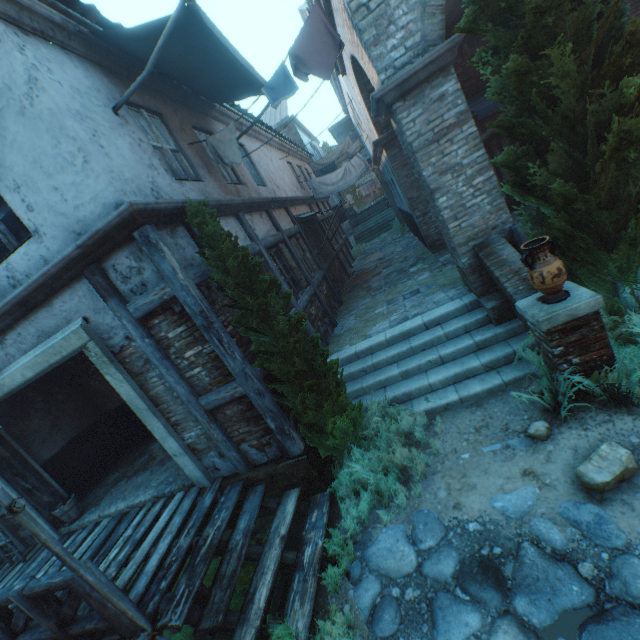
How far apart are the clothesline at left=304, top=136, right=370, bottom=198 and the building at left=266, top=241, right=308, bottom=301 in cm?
773

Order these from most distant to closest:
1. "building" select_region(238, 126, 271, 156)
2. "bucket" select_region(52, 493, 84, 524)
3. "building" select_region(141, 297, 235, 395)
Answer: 1. "building" select_region(238, 126, 271, 156)
2. "bucket" select_region(52, 493, 84, 524)
3. "building" select_region(141, 297, 235, 395)

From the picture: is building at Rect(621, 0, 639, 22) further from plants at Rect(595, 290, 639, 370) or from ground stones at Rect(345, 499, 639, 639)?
plants at Rect(595, 290, 639, 370)

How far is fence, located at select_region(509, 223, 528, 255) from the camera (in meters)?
5.51

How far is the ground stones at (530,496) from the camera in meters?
3.4

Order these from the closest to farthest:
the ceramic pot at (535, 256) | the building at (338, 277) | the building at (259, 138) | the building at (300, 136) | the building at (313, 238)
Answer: the ceramic pot at (535, 256)
the building at (259, 138)
the building at (313, 238)
the building at (338, 277)
the building at (300, 136)

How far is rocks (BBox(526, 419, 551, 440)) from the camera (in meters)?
3.98

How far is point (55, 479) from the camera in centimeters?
731cm
